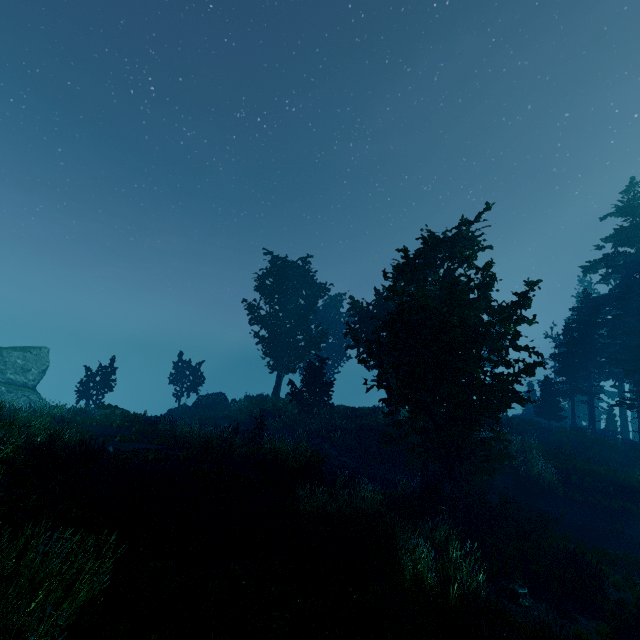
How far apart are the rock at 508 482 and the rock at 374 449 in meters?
5.9 m

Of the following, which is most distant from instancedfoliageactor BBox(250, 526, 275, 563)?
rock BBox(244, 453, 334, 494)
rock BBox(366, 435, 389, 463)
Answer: rock BBox(366, 435, 389, 463)

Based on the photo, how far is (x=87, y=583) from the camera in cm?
502

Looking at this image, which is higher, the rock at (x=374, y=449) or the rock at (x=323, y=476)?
the rock at (x=323, y=476)

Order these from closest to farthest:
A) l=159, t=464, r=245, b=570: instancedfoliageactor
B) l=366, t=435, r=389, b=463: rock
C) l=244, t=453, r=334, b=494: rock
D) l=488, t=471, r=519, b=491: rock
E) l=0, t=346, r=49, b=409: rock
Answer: l=159, t=464, r=245, b=570: instancedfoliageactor → l=244, t=453, r=334, b=494: rock → l=488, t=471, r=519, b=491: rock → l=366, t=435, r=389, b=463: rock → l=0, t=346, r=49, b=409: rock

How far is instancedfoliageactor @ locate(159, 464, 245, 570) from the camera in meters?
7.5 m

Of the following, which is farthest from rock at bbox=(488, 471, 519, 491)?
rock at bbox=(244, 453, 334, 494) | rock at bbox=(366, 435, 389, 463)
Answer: rock at bbox=(244, 453, 334, 494)

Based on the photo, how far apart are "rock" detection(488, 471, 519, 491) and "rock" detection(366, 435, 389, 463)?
5.9 meters
